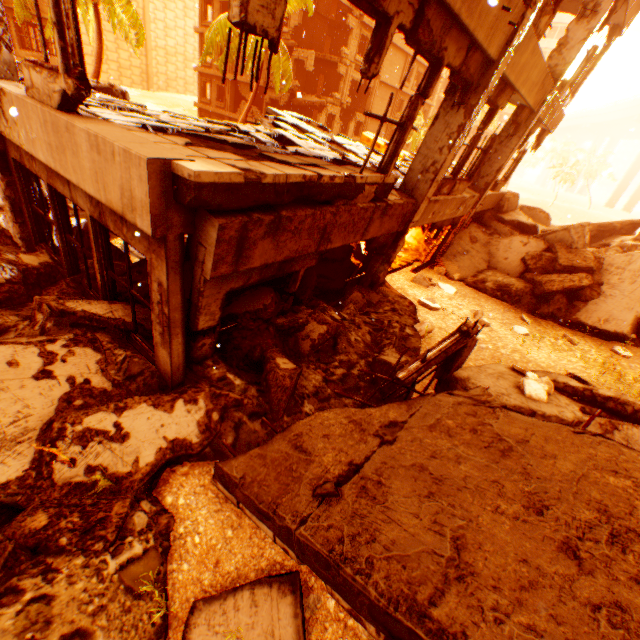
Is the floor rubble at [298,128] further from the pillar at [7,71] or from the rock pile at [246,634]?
the rock pile at [246,634]

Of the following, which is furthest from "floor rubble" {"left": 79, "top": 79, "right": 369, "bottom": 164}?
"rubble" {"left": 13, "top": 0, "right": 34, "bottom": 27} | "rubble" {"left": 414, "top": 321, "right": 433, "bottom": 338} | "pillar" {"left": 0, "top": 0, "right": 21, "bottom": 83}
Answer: "rubble" {"left": 13, "top": 0, "right": 34, "bottom": 27}

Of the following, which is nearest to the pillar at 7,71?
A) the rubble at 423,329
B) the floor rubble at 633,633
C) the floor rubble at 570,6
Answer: the floor rubble at 570,6

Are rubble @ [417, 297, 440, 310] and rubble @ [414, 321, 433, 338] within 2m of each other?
yes

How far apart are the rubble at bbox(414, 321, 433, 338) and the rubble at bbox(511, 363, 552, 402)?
1.7m

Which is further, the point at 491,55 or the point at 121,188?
the point at 491,55

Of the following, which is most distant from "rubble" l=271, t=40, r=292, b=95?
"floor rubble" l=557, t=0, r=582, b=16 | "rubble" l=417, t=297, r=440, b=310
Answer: "floor rubble" l=557, t=0, r=582, b=16

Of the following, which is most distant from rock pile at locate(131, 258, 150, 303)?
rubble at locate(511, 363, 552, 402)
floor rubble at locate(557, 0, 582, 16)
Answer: floor rubble at locate(557, 0, 582, 16)
